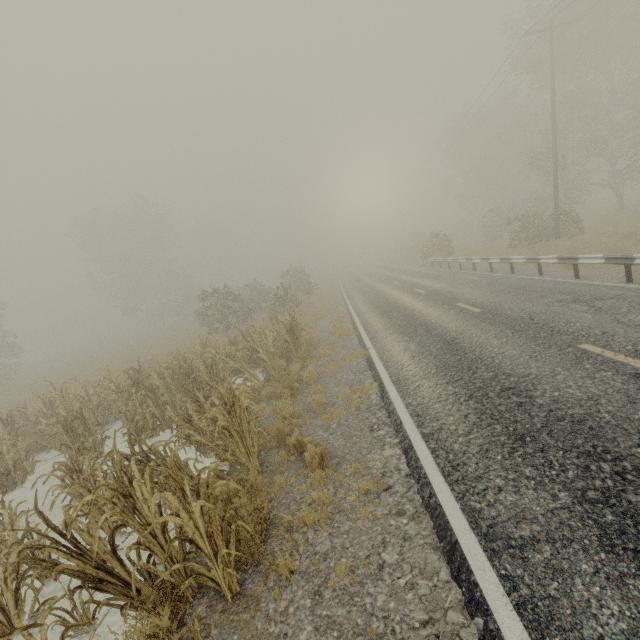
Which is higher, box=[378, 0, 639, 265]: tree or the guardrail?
box=[378, 0, 639, 265]: tree

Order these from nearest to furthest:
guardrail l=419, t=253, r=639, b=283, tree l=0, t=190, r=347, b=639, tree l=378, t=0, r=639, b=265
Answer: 1. tree l=0, t=190, r=347, b=639
2. guardrail l=419, t=253, r=639, b=283
3. tree l=378, t=0, r=639, b=265

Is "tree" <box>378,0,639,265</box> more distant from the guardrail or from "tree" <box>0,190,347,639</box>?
"tree" <box>0,190,347,639</box>

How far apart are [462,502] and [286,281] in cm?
2853

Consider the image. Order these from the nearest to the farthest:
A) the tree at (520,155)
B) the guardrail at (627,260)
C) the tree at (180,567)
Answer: the tree at (180,567), the guardrail at (627,260), the tree at (520,155)

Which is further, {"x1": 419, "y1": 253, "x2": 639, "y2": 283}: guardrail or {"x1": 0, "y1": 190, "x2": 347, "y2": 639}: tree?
{"x1": 419, "y1": 253, "x2": 639, "y2": 283}: guardrail

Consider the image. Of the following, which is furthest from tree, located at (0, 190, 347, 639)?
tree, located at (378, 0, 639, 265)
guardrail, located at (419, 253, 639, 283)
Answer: tree, located at (378, 0, 639, 265)

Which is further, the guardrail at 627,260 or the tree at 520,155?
the tree at 520,155
